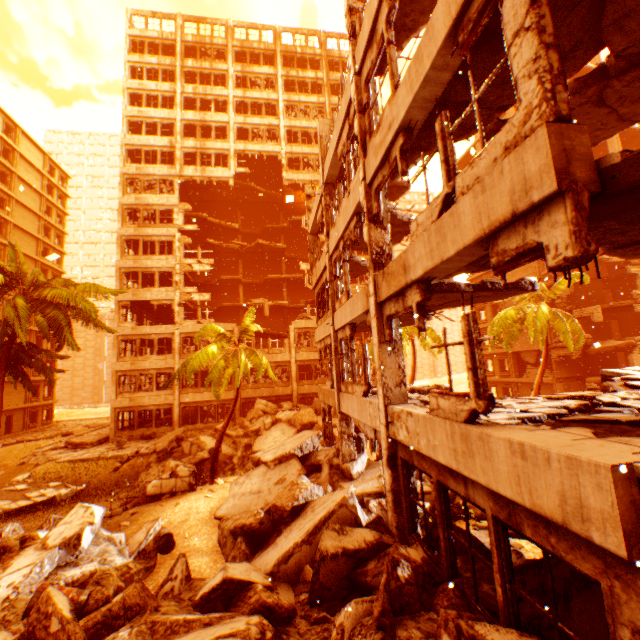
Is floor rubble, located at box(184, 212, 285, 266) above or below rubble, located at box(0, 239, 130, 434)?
above

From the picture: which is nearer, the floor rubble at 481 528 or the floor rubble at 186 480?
the floor rubble at 481 528

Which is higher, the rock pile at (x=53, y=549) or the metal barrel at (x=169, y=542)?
the rock pile at (x=53, y=549)

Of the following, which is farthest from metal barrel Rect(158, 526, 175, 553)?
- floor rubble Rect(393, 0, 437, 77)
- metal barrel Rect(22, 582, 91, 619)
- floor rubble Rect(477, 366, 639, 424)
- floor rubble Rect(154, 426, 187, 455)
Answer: floor rubble Rect(393, 0, 437, 77)

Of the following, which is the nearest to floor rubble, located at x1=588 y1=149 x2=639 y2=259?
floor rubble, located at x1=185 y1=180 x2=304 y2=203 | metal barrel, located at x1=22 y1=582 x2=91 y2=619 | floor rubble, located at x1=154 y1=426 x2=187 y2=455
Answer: metal barrel, located at x1=22 y1=582 x2=91 y2=619

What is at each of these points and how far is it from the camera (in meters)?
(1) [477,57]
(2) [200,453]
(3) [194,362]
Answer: (1) floor rubble, 4.94
(2) rock pile, 17.78
(3) rubble, 15.66

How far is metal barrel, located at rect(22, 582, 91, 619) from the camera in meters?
5.8

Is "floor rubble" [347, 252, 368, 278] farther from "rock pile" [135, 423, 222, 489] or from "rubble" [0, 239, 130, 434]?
"rock pile" [135, 423, 222, 489]
